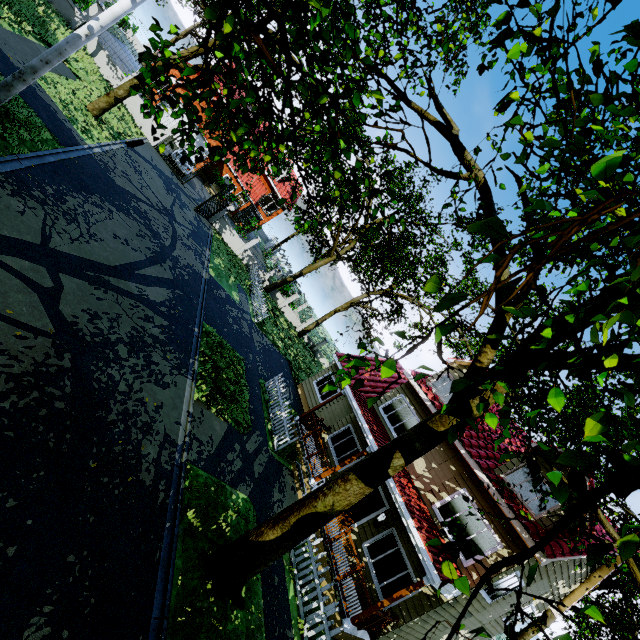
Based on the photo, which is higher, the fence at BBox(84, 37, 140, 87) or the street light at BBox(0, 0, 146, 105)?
the street light at BBox(0, 0, 146, 105)

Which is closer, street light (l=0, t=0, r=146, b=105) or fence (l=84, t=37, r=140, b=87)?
street light (l=0, t=0, r=146, b=105)

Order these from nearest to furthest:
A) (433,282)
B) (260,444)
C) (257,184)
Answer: (433,282) → (260,444) → (257,184)

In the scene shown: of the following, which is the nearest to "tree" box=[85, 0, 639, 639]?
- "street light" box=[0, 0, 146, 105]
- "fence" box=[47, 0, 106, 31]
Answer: "fence" box=[47, 0, 106, 31]

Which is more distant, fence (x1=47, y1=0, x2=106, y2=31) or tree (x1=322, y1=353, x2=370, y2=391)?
fence (x1=47, y1=0, x2=106, y2=31)

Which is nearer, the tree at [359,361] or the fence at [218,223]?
the tree at [359,361]

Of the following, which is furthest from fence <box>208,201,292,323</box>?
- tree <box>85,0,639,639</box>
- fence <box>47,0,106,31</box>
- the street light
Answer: the street light

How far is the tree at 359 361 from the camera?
2.09m
